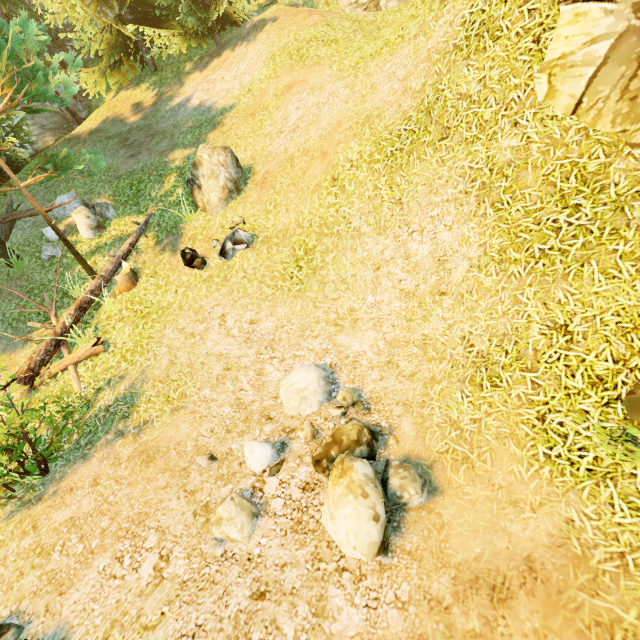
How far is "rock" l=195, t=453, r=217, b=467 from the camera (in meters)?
5.05

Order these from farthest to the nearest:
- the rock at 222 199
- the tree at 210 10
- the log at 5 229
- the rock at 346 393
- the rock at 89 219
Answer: the log at 5 229 → the rock at 89 219 → the rock at 222 199 → the tree at 210 10 → the rock at 346 393

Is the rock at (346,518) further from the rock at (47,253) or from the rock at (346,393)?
the rock at (47,253)

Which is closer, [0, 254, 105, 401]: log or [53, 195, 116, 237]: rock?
[0, 254, 105, 401]: log

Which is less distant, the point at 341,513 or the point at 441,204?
the point at 341,513

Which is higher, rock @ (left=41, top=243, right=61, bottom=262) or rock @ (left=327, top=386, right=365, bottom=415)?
rock @ (left=41, top=243, right=61, bottom=262)

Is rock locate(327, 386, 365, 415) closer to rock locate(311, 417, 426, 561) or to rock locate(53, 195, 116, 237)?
rock locate(311, 417, 426, 561)

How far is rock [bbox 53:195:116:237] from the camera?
10.48m
